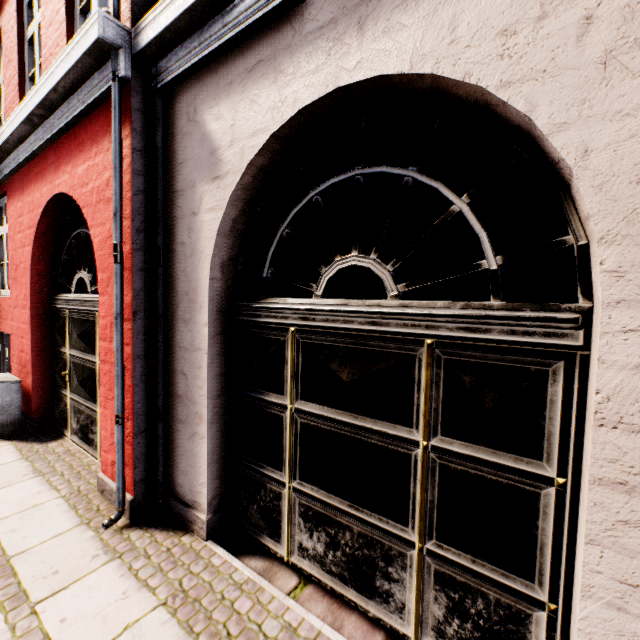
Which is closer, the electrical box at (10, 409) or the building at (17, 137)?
the building at (17, 137)

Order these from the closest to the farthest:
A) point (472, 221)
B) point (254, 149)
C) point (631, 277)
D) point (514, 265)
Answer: point (631, 277) → point (472, 221) → point (254, 149) → point (514, 265)

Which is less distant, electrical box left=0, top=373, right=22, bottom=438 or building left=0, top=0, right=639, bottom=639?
building left=0, top=0, right=639, bottom=639
